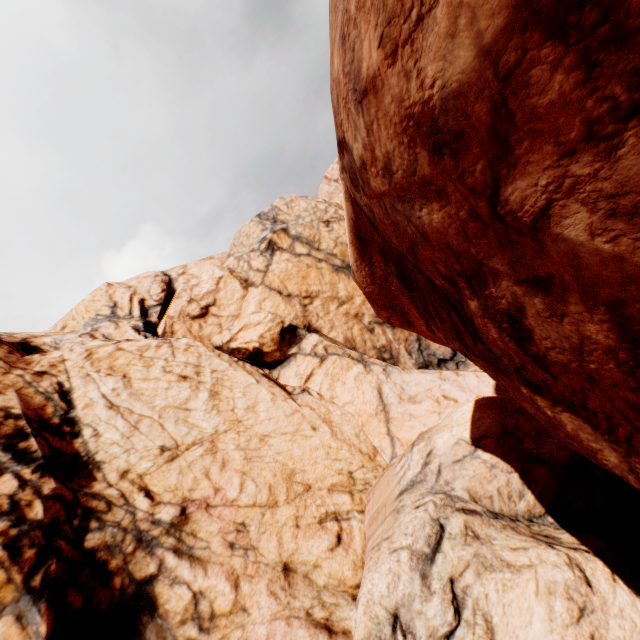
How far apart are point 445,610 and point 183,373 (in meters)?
15.69
